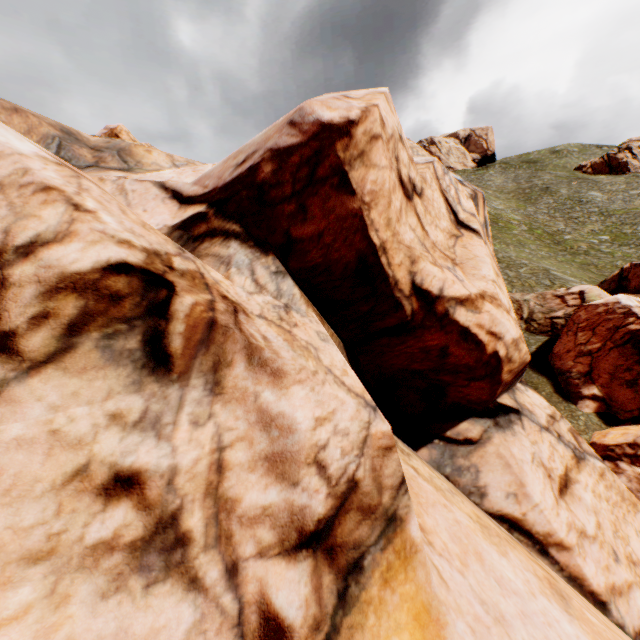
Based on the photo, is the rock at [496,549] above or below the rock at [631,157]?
below

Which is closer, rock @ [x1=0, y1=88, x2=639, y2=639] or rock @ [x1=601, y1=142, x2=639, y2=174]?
rock @ [x1=0, y1=88, x2=639, y2=639]

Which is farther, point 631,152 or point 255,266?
point 631,152

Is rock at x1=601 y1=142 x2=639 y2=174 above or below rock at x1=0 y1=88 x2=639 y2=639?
above

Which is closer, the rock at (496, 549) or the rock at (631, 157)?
the rock at (496, 549)
